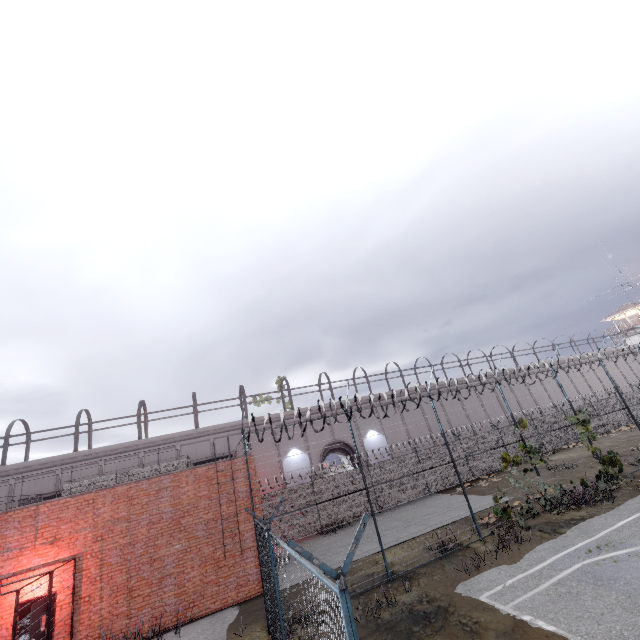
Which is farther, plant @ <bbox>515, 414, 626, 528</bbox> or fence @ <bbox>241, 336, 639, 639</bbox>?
plant @ <bbox>515, 414, 626, 528</bbox>

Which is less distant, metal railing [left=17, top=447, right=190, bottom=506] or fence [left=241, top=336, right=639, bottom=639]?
fence [left=241, top=336, right=639, bottom=639]

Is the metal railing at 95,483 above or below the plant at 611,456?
above

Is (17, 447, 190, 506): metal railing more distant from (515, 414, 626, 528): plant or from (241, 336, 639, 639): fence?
(515, 414, 626, 528): plant

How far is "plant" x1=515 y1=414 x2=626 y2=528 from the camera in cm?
1257

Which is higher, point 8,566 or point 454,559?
point 8,566

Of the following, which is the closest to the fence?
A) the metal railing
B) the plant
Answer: the plant

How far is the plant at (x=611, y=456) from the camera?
12.6m
